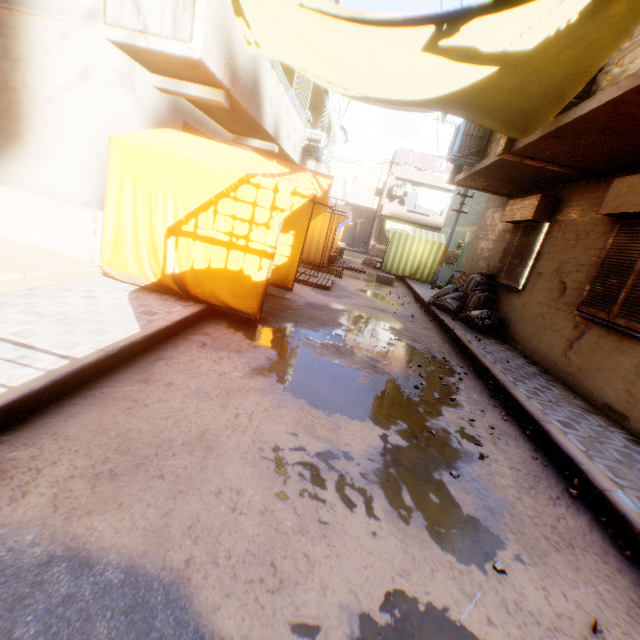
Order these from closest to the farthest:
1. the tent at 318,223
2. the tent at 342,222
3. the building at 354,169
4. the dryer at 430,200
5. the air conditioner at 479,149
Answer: the building at 354,169
the tent at 318,223
the air conditioner at 479,149
the tent at 342,222
the dryer at 430,200

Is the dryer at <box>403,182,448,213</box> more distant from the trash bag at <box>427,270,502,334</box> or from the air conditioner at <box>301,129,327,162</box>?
the trash bag at <box>427,270,502,334</box>

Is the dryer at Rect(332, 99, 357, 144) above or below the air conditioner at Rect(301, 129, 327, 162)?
above

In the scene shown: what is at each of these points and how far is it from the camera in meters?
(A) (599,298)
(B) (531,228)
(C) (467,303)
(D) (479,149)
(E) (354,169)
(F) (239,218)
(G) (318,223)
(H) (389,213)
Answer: (A) shutter, 5.2
(B) shutter, 7.6
(C) trash bag, 9.0
(D) air conditioner, 7.9
(E) building, 55.1
(F) tent, 4.7
(G) tent, 12.5
(H) balcony, 25.7

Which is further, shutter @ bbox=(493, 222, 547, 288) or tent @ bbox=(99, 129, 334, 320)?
shutter @ bbox=(493, 222, 547, 288)

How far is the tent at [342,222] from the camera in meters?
12.4

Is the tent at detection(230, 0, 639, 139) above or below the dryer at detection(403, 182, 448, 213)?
below
